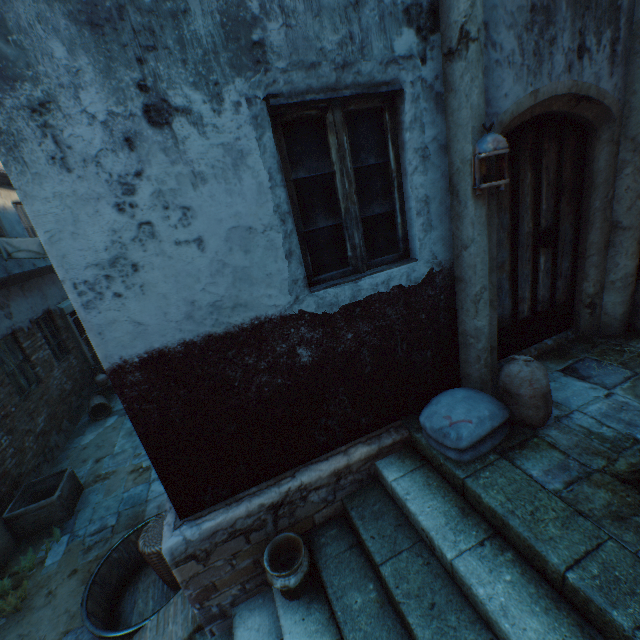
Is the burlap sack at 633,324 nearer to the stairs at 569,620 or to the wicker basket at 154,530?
the stairs at 569,620

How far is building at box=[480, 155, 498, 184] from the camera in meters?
2.5

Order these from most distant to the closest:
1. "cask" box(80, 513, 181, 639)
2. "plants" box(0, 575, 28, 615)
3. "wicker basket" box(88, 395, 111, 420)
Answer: "wicker basket" box(88, 395, 111, 420) → "plants" box(0, 575, 28, 615) → "cask" box(80, 513, 181, 639)

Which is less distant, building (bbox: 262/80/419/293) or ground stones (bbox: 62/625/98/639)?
building (bbox: 262/80/419/293)

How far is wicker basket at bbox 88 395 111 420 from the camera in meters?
8.3

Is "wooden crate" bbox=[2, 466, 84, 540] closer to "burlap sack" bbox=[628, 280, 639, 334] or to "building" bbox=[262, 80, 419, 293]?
"building" bbox=[262, 80, 419, 293]

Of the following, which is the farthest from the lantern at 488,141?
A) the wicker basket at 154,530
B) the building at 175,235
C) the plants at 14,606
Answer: the plants at 14,606

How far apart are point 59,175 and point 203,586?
3.2 meters
